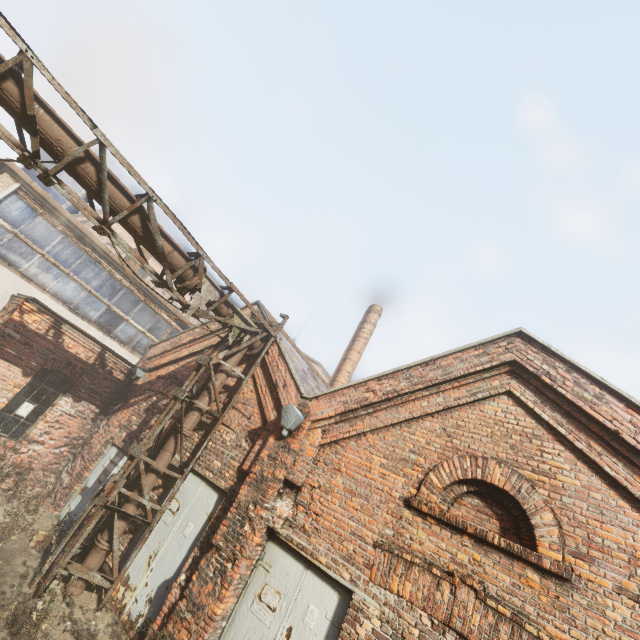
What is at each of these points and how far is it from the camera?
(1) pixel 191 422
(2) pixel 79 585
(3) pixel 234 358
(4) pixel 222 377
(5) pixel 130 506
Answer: (1) pipe, 7.2 meters
(2) pipe, 5.8 meters
(3) pipe, 8.0 meters
(4) pipe, 7.7 meters
(5) pipe, 6.4 meters

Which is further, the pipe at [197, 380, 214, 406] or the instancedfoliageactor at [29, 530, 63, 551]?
the pipe at [197, 380, 214, 406]

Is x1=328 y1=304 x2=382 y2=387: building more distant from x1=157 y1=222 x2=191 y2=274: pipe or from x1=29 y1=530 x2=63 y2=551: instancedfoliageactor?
x1=29 y1=530 x2=63 y2=551: instancedfoliageactor

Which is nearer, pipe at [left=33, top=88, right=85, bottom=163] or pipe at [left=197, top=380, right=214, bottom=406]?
pipe at [left=33, top=88, right=85, bottom=163]

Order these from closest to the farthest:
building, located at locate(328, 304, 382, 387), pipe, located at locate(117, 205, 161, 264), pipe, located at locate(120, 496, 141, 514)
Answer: pipe, located at locate(117, 205, 161, 264) < pipe, located at locate(120, 496, 141, 514) < building, located at locate(328, 304, 382, 387)

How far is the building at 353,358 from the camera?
15.1m

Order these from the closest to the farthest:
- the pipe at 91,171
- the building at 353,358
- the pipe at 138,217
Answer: the pipe at 91,171, the pipe at 138,217, the building at 353,358
